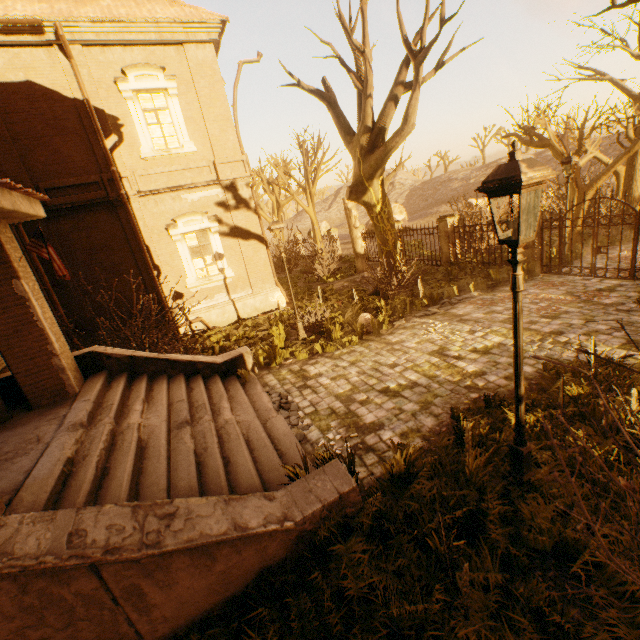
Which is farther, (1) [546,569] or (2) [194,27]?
(2) [194,27]

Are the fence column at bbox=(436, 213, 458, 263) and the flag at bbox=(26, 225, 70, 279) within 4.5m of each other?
no

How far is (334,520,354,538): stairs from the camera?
3.8 meters

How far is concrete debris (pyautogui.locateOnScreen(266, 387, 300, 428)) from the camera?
6.4 meters

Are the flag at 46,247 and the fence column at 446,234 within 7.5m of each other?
no

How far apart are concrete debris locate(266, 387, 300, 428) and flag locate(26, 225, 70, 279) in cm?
474

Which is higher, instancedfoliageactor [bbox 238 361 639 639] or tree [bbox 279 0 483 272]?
tree [bbox 279 0 483 272]

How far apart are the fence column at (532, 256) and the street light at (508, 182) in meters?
10.1
